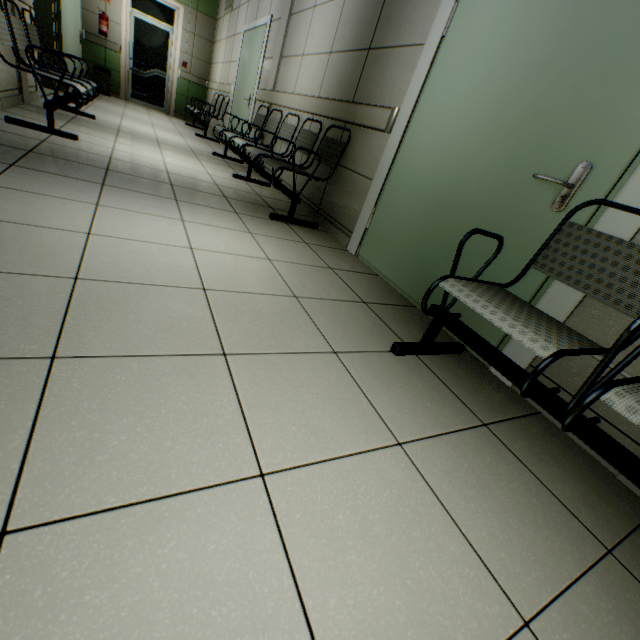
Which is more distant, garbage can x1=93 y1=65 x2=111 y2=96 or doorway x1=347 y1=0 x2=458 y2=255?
garbage can x1=93 y1=65 x2=111 y2=96

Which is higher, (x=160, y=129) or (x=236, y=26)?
(x=236, y=26)

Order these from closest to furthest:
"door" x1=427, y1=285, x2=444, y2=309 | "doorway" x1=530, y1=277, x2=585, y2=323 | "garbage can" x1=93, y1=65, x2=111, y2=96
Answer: "doorway" x1=530, y1=277, x2=585, y2=323
"door" x1=427, y1=285, x2=444, y2=309
"garbage can" x1=93, y1=65, x2=111, y2=96

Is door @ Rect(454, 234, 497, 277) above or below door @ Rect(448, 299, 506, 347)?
above

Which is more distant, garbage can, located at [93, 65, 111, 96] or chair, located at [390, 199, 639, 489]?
garbage can, located at [93, 65, 111, 96]

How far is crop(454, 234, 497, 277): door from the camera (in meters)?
1.86

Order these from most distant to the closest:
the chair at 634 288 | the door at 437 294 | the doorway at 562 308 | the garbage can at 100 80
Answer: the garbage can at 100 80 < the door at 437 294 < the doorway at 562 308 < the chair at 634 288

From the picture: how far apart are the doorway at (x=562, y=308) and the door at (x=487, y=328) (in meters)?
0.01
